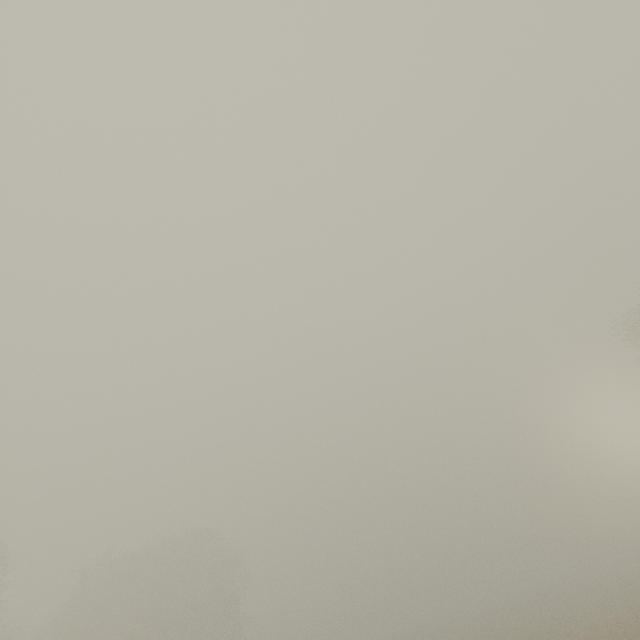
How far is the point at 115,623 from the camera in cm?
3644
